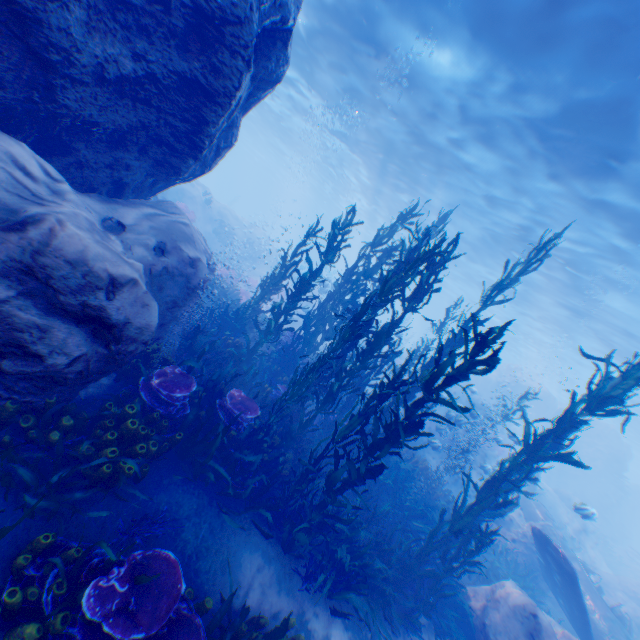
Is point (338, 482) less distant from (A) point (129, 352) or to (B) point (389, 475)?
(B) point (389, 475)

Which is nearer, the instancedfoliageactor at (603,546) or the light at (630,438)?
the instancedfoliageactor at (603,546)

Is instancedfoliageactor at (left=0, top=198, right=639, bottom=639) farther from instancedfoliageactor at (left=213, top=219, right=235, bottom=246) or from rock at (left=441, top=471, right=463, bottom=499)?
instancedfoliageactor at (left=213, top=219, right=235, bottom=246)

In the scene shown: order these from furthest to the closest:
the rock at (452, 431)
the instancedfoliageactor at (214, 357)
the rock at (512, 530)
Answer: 1. the rock at (452, 431)
2. the rock at (512, 530)
3. the instancedfoliageactor at (214, 357)

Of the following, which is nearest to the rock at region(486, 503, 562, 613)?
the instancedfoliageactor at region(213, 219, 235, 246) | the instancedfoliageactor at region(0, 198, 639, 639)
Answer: the instancedfoliageactor at region(0, 198, 639, 639)

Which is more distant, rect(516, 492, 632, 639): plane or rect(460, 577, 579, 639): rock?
rect(516, 492, 632, 639): plane

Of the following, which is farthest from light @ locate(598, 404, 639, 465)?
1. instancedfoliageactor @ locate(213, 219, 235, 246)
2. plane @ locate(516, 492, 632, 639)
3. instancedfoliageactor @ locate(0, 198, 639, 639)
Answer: instancedfoliageactor @ locate(213, 219, 235, 246)

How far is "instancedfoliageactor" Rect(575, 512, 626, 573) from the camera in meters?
23.1 m
